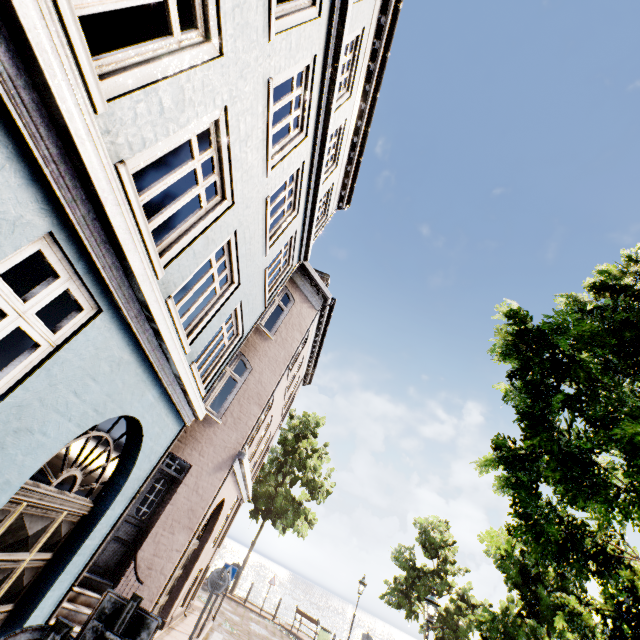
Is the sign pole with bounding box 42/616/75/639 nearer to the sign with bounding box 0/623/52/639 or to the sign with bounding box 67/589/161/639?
the sign with bounding box 0/623/52/639

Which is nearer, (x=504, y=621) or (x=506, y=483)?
(x=506, y=483)

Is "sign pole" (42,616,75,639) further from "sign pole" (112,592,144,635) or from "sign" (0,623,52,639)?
"sign pole" (112,592,144,635)

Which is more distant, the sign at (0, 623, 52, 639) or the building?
the building

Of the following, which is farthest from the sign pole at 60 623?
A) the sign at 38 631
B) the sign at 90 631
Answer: the sign at 90 631

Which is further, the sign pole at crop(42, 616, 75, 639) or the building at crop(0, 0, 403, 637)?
the building at crop(0, 0, 403, 637)

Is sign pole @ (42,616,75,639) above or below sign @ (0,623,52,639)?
above

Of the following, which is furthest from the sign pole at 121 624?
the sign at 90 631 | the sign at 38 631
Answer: the sign at 38 631
